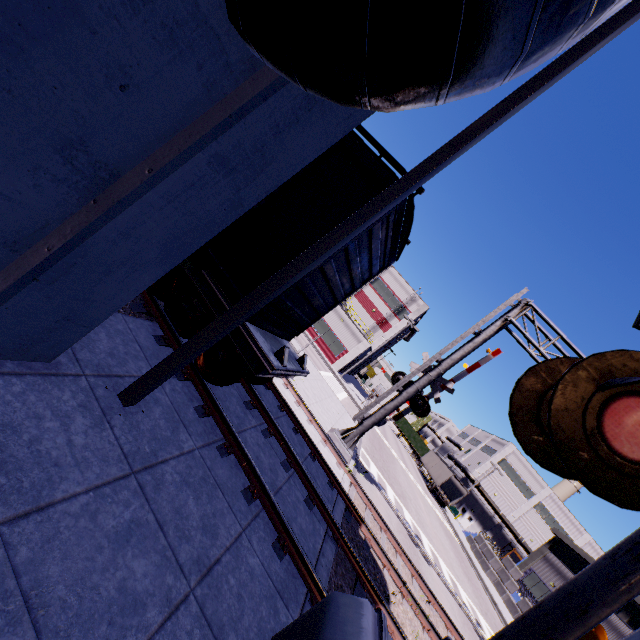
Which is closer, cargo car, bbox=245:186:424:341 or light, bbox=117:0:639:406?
light, bbox=117:0:639:406

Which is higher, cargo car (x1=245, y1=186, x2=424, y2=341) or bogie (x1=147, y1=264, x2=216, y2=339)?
cargo car (x1=245, y1=186, x2=424, y2=341)

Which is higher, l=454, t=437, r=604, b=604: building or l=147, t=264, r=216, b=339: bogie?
l=454, t=437, r=604, b=604: building

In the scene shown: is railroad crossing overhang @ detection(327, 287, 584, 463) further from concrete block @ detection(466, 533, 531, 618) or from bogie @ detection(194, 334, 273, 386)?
bogie @ detection(194, 334, 273, 386)

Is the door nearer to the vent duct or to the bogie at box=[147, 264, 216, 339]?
the vent duct

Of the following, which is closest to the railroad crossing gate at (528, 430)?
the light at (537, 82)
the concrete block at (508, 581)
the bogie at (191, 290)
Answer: the light at (537, 82)

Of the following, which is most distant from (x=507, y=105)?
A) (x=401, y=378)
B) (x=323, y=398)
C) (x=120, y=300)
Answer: (x=323, y=398)

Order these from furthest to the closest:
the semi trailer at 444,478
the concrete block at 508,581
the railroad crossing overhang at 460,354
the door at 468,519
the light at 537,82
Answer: the door at 468,519, the semi trailer at 444,478, the concrete block at 508,581, the railroad crossing overhang at 460,354, the light at 537,82
